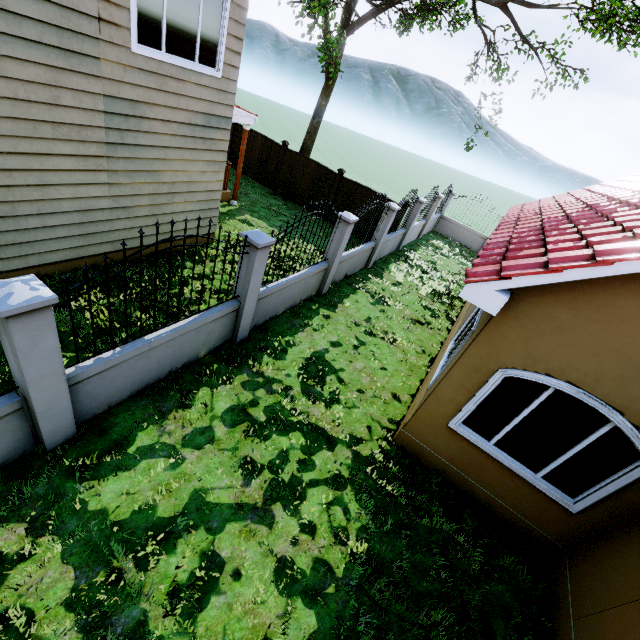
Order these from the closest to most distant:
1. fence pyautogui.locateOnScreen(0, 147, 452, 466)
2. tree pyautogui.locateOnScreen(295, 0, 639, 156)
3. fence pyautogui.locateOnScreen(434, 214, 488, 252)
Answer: fence pyautogui.locateOnScreen(0, 147, 452, 466) → tree pyautogui.locateOnScreen(295, 0, 639, 156) → fence pyautogui.locateOnScreen(434, 214, 488, 252)

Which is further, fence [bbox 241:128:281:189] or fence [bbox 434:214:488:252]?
fence [bbox 434:214:488:252]

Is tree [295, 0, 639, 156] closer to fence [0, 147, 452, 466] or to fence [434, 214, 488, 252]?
fence [0, 147, 452, 466]

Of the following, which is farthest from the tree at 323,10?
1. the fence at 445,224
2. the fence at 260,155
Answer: the fence at 445,224

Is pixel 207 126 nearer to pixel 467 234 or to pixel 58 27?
pixel 58 27

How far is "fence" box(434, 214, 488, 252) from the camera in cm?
1848

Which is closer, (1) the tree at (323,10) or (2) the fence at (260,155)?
(1) the tree at (323,10)
